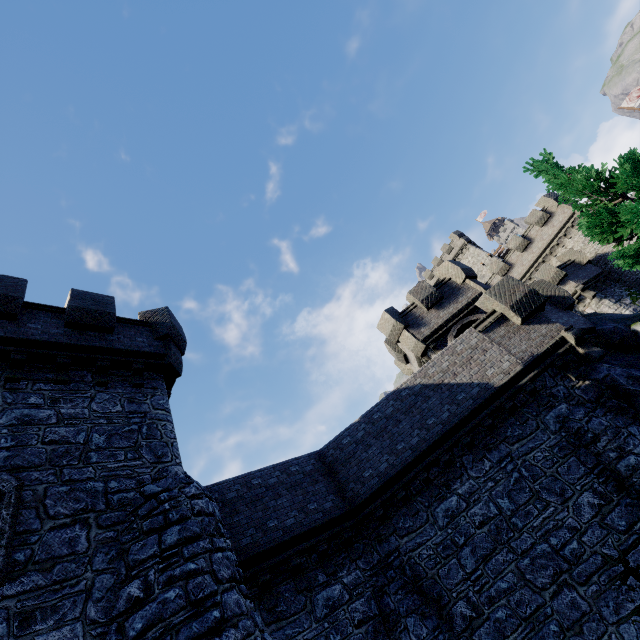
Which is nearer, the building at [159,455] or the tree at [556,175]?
the building at [159,455]

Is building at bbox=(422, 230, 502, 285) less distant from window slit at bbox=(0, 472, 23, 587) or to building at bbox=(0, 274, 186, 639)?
building at bbox=(0, 274, 186, 639)

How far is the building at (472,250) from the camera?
49.1m

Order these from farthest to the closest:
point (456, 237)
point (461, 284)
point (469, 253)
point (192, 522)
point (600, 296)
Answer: point (456, 237) → point (469, 253) → point (600, 296) → point (461, 284) → point (192, 522)

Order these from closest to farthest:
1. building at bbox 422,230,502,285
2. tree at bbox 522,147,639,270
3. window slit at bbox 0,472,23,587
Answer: window slit at bbox 0,472,23,587 → tree at bbox 522,147,639,270 → building at bbox 422,230,502,285

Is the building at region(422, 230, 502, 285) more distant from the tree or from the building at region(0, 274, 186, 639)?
the building at region(0, 274, 186, 639)

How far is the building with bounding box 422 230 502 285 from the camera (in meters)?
49.12

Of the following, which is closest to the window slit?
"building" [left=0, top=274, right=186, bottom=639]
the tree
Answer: "building" [left=0, top=274, right=186, bottom=639]
